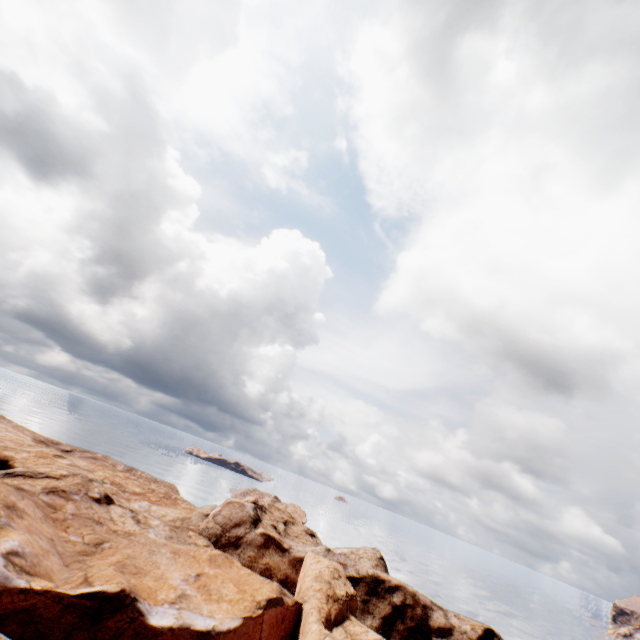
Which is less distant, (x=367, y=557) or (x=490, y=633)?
(x=490, y=633)
